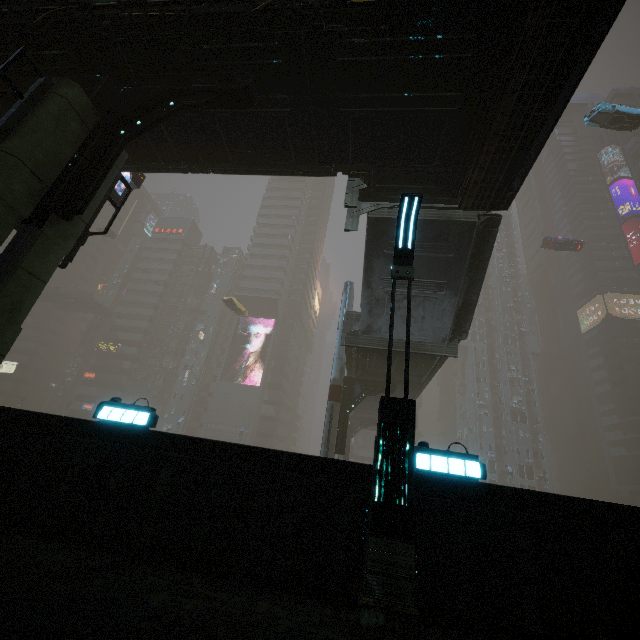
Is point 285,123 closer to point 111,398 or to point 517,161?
point 517,161

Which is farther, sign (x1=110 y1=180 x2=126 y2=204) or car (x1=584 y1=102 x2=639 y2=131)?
car (x1=584 y1=102 x2=639 y2=131)

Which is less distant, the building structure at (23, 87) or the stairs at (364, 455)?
the building structure at (23, 87)

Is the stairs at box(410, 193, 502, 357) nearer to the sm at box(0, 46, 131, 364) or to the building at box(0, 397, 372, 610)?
the sm at box(0, 46, 131, 364)

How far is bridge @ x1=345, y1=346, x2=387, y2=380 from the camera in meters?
17.4 m

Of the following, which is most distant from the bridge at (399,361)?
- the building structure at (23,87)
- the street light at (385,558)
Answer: the building structure at (23,87)

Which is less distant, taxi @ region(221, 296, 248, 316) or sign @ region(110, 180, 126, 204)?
sign @ region(110, 180, 126, 204)

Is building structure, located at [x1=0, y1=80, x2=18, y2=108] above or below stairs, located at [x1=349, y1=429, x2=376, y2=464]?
above
